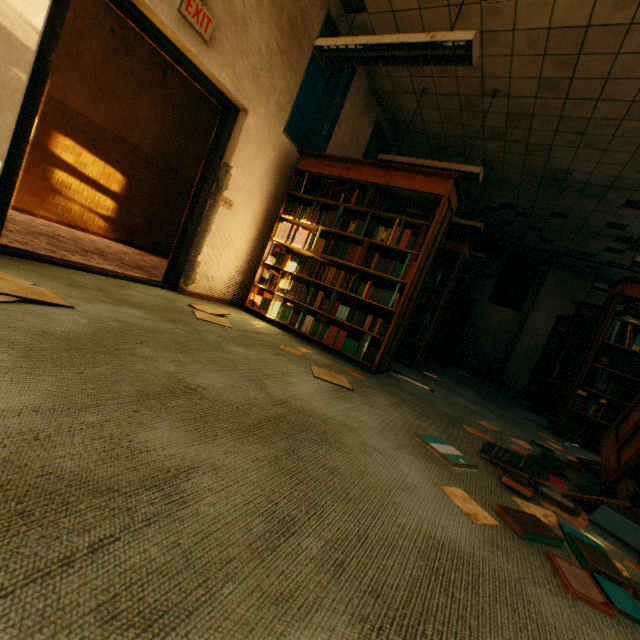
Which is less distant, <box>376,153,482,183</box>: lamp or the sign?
the sign

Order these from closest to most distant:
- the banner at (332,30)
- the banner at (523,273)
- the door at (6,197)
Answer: the door at (6,197) < the banner at (332,30) < the banner at (523,273)

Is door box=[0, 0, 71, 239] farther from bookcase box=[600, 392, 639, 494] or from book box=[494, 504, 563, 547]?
bookcase box=[600, 392, 639, 494]

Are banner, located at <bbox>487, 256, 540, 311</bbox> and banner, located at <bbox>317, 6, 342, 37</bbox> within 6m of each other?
no

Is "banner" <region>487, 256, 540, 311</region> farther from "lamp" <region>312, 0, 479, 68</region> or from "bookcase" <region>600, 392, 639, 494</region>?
"lamp" <region>312, 0, 479, 68</region>

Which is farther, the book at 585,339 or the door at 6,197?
the book at 585,339

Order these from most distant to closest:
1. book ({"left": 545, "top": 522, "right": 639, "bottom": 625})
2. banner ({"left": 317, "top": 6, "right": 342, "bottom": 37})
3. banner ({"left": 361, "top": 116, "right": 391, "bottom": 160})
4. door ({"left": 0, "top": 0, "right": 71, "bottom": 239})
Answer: banner ({"left": 361, "top": 116, "right": 391, "bottom": 160}), banner ({"left": 317, "top": 6, "right": 342, "bottom": 37}), door ({"left": 0, "top": 0, "right": 71, "bottom": 239}), book ({"left": 545, "top": 522, "right": 639, "bottom": 625})

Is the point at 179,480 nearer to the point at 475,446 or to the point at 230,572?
the point at 230,572
